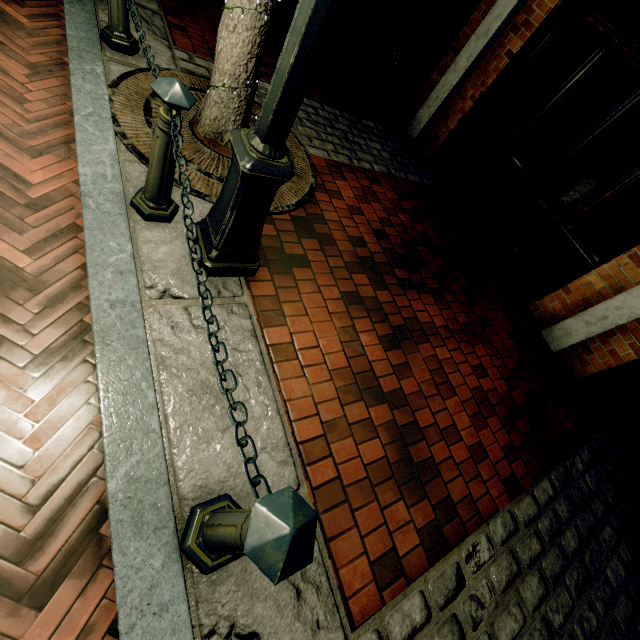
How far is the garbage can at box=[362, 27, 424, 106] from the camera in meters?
4.8 m

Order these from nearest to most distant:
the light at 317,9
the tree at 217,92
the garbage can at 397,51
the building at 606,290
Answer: the light at 317,9 → the tree at 217,92 → the building at 606,290 → the garbage can at 397,51

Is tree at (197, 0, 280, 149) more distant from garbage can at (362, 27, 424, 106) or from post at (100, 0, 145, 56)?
garbage can at (362, 27, 424, 106)

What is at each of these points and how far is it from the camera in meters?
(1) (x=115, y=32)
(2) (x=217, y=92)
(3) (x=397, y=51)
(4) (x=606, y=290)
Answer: (1) post, 2.8 m
(2) tree, 2.6 m
(3) garbage can, 4.9 m
(4) building, 3.7 m

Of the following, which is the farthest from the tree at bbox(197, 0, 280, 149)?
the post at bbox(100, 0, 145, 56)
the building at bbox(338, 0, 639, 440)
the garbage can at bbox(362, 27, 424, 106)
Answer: the garbage can at bbox(362, 27, 424, 106)

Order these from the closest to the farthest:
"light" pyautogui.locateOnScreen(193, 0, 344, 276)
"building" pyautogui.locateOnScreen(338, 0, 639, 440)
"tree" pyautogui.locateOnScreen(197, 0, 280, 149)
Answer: "light" pyautogui.locateOnScreen(193, 0, 344, 276)
"tree" pyautogui.locateOnScreen(197, 0, 280, 149)
"building" pyautogui.locateOnScreen(338, 0, 639, 440)

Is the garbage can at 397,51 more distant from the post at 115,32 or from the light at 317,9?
the light at 317,9

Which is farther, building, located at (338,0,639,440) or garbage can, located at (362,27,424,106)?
garbage can, located at (362,27,424,106)
